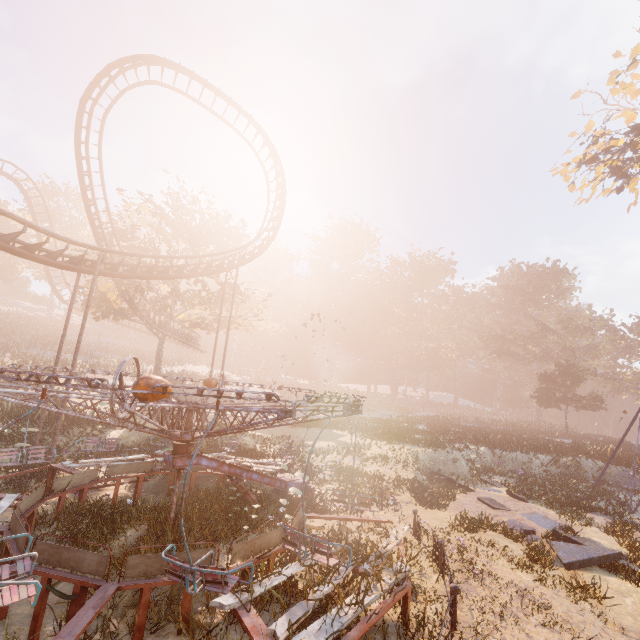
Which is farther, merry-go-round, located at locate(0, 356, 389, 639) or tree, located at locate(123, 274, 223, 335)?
tree, located at locate(123, 274, 223, 335)

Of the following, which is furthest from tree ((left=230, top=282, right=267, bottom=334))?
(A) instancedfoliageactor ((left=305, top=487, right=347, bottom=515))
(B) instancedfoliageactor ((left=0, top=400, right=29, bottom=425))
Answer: (A) instancedfoliageactor ((left=305, top=487, right=347, bottom=515))

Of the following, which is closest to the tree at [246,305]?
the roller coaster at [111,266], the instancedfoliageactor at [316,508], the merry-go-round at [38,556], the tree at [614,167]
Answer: the roller coaster at [111,266]

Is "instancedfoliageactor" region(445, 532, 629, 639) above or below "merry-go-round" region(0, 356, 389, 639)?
below

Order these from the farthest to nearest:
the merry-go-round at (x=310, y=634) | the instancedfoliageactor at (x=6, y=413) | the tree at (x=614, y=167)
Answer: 1. the tree at (x=614, y=167)
2. the instancedfoliageactor at (x=6, y=413)
3. the merry-go-round at (x=310, y=634)

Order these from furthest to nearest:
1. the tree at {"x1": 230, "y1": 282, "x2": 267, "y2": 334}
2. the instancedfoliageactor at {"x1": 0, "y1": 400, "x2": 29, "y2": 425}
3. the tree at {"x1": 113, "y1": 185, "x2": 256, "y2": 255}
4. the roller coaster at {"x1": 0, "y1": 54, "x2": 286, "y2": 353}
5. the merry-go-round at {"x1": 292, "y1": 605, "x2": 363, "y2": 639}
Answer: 1. the tree at {"x1": 230, "y1": 282, "x2": 267, "y2": 334}
2. the tree at {"x1": 113, "y1": 185, "x2": 256, "y2": 255}
3. the instancedfoliageactor at {"x1": 0, "y1": 400, "x2": 29, "y2": 425}
4. the roller coaster at {"x1": 0, "y1": 54, "x2": 286, "y2": 353}
5. the merry-go-round at {"x1": 292, "y1": 605, "x2": 363, "y2": 639}

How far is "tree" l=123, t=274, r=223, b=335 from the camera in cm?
2602

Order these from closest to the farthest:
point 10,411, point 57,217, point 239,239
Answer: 1. point 10,411
2. point 239,239
3. point 57,217
